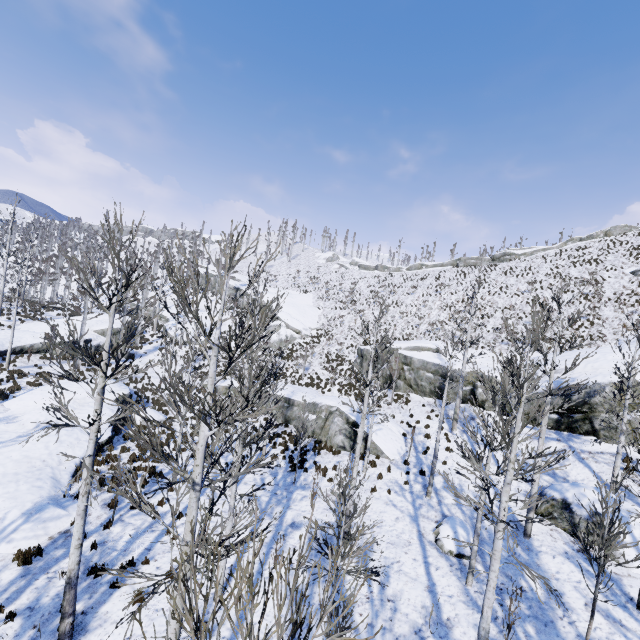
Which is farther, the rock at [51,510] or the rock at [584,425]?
the rock at [584,425]

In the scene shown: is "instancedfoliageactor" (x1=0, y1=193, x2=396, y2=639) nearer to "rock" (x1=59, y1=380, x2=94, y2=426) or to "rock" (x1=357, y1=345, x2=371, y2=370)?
"rock" (x1=357, y1=345, x2=371, y2=370)

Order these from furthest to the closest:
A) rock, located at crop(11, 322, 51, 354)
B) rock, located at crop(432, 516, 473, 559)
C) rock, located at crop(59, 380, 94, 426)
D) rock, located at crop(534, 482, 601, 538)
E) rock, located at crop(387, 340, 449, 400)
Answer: rock, located at crop(11, 322, 51, 354) → rock, located at crop(387, 340, 449, 400) → rock, located at crop(59, 380, 94, 426) → rock, located at crop(534, 482, 601, 538) → rock, located at crop(432, 516, 473, 559)

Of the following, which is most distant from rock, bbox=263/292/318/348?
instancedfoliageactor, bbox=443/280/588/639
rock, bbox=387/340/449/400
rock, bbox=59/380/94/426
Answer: instancedfoliageactor, bbox=443/280/588/639

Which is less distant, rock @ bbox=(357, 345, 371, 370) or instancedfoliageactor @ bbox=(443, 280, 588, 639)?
Answer: instancedfoliageactor @ bbox=(443, 280, 588, 639)

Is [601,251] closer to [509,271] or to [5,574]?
[509,271]

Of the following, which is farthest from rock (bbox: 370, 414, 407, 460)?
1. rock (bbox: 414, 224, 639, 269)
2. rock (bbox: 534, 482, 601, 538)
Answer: rock (bbox: 414, 224, 639, 269)

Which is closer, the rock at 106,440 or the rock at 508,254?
the rock at 106,440
